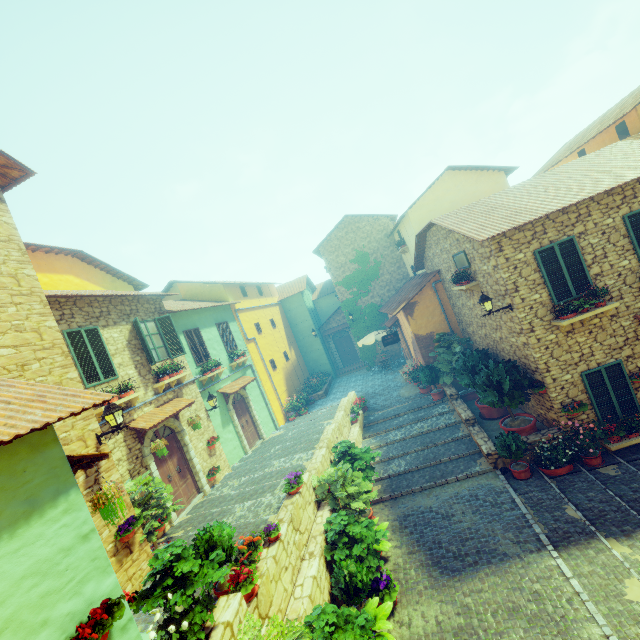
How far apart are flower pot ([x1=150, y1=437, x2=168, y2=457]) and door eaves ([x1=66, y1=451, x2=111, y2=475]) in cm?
370

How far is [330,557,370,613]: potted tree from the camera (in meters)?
6.57

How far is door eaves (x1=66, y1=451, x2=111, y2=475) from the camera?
4.4m

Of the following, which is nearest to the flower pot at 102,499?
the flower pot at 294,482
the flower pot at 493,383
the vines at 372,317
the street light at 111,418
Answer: the street light at 111,418

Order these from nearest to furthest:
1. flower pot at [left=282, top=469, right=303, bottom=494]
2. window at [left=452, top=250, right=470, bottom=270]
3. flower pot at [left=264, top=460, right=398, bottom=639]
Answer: flower pot at [left=264, top=460, right=398, bottom=639]
flower pot at [left=282, top=469, right=303, bottom=494]
window at [left=452, top=250, right=470, bottom=270]

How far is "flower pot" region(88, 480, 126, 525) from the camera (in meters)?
4.76

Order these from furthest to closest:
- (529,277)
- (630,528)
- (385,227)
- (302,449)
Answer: (385,227)
(302,449)
(529,277)
(630,528)

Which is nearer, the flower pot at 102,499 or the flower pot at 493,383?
the flower pot at 102,499
